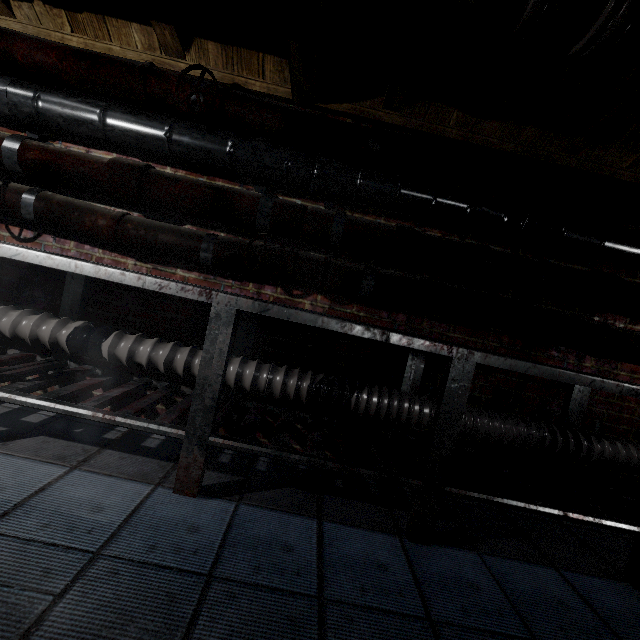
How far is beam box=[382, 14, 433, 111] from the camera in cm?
135

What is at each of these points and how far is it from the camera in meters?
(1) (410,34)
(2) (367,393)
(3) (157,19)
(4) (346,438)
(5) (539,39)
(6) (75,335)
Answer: (1) beam, 1.4 m
(2) pipe, 1.7 m
(3) beam, 1.6 m
(4) table, 1.6 m
(5) pipe, 1.0 m
(6) pipe, 1.7 m

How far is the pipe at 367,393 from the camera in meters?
1.7

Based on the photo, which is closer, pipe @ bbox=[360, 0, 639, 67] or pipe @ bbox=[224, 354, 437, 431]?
pipe @ bbox=[360, 0, 639, 67]

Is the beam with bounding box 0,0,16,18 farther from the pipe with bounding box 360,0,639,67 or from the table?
the table

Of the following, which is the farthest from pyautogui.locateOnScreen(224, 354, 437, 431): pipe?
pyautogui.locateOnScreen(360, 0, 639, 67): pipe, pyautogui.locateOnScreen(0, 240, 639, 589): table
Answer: pyautogui.locateOnScreen(360, 0, 639, 67): pipe

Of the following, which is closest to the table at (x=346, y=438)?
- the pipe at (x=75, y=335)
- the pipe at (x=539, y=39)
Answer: the pipe at (x=75, y=335)
